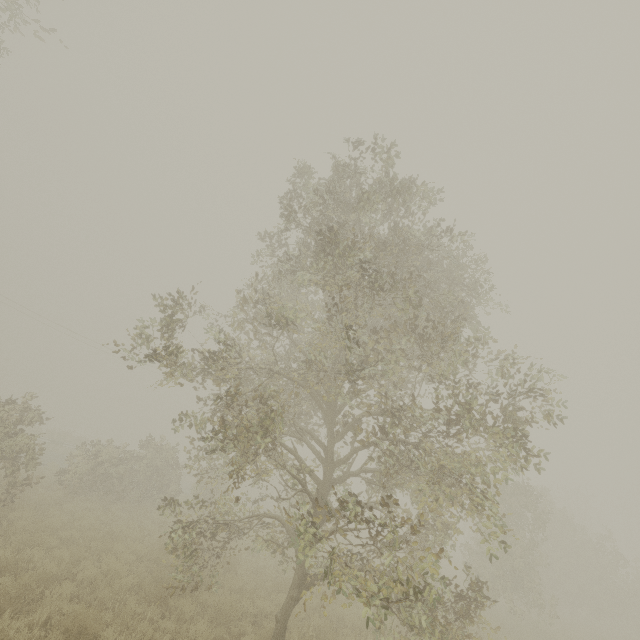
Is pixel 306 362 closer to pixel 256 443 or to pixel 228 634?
pixel 256 443
